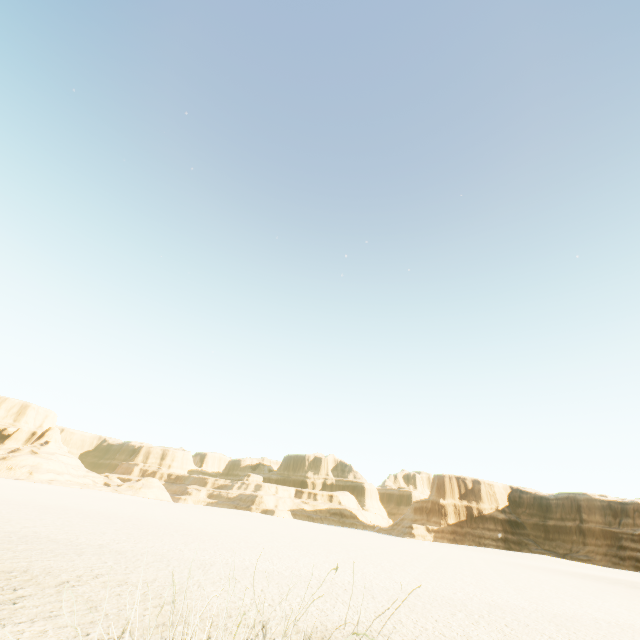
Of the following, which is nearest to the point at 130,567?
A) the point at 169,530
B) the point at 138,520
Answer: the point at 169,530
